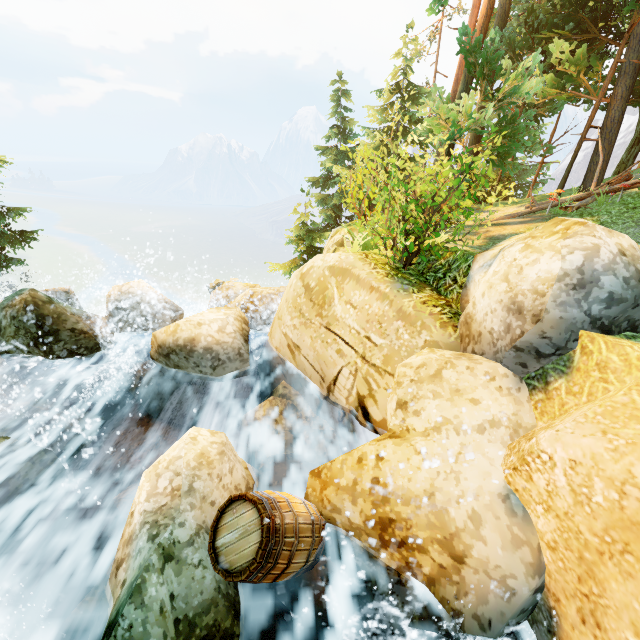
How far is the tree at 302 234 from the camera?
14.70m

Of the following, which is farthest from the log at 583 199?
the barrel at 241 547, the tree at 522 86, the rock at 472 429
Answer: the barrel at 241 547

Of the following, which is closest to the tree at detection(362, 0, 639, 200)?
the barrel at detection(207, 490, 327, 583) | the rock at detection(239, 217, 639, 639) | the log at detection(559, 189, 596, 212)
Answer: the log at detection(559, 189, 596, 212)

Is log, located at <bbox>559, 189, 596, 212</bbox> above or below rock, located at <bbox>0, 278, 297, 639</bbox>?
above

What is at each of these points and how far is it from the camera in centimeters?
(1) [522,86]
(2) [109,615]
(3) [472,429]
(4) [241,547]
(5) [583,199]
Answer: (1) tree, 788cm
(2) rock, 254cm
(3) rock, 341cm
(4) barrel, 267cm
(5) log, 1191cm

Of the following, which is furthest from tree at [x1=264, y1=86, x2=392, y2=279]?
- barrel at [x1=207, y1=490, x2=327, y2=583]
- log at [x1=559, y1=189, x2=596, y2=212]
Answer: barrel at [x1=207, y1=490, x2=327, y2=583]

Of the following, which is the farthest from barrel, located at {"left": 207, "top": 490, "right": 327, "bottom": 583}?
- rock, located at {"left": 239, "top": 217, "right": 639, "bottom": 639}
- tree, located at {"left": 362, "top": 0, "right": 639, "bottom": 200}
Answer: tree, located at {"left": 362, "top": 0, "right": 639, "bottom": 200}

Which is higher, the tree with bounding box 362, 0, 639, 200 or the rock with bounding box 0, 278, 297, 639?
the tree with bounding box 362, 0, 639, 200
